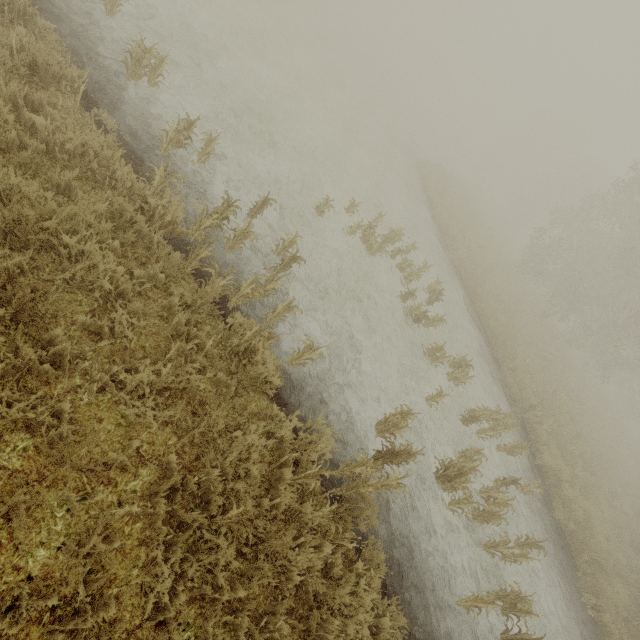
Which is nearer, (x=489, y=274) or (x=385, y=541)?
(x=385, y=541)
